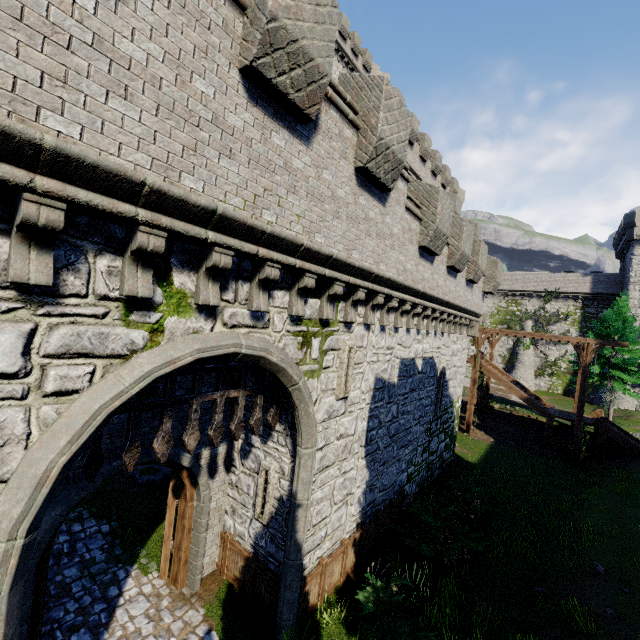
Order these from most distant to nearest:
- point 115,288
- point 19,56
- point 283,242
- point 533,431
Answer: point 533,431 < point 283,242 < point 115,288 < point 19,56

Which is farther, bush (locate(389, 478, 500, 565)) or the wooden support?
the wooden support

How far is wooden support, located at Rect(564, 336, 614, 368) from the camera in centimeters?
1916cm

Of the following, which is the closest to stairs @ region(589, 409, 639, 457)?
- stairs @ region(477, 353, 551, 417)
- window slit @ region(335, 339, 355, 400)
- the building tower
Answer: stairs @ region(477, 353, 551, 417)

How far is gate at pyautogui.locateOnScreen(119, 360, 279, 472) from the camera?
4.8 meters

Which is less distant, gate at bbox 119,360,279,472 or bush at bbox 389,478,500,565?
gate at bbox 119,360,279,472

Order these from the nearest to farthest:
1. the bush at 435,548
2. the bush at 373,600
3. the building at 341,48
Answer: the bush at 373,600, the bush at 435,548, the building at 341,48

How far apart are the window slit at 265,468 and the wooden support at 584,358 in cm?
2024
